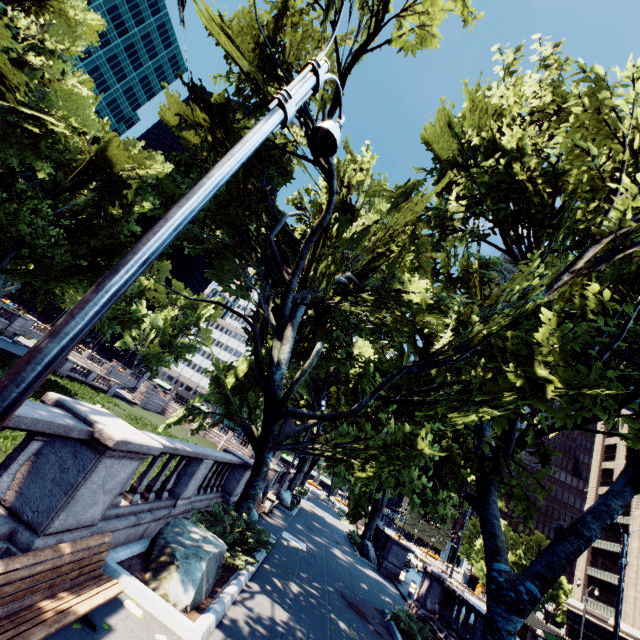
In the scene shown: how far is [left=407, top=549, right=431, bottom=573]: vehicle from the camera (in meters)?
33.61

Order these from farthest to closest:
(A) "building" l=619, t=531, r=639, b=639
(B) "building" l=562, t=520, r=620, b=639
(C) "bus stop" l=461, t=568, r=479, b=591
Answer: (C) "bus stop" l=461, t=568, r=479, b=591
(B) "building" l=562, t=520, r=620, b=639
(A) "building" l=619, t=531, r=639, b=639

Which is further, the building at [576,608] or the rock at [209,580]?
the building at [576,608]

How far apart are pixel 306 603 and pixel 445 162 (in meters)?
18.18

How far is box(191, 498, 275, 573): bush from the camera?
8.6 meters

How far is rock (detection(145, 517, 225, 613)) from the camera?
5.89m

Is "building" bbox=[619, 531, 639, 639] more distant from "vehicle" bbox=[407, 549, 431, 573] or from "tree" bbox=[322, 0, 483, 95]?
"vehicle" bbox=[407, 549, 431, 573]

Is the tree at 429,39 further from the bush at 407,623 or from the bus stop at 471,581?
the bus stop at 471,581
